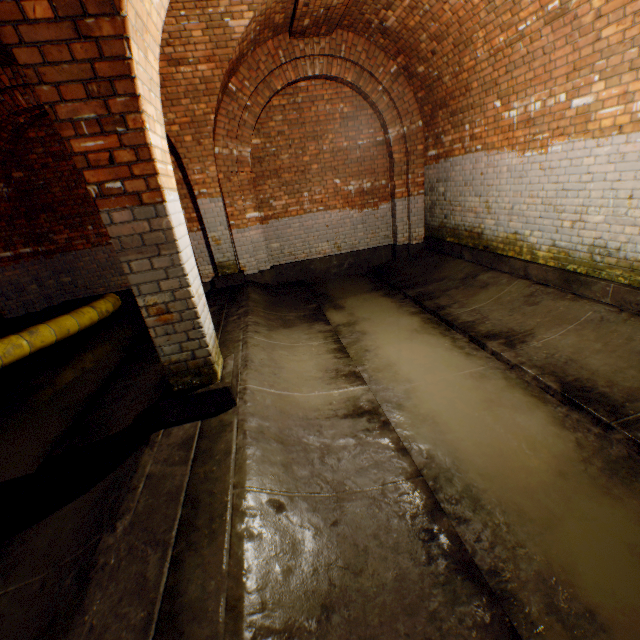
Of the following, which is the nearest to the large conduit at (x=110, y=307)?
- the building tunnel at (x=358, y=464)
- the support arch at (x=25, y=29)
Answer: the building tunnel at (x=358, y=464)

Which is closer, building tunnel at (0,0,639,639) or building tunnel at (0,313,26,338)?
building tunnel at (0,0,639,639)

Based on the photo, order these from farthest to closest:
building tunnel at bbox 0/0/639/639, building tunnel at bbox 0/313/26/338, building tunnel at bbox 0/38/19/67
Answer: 1. building tunnel at bbox 0/313/26/338
2. building tunnel at bbox 0/38/19/67
3. building tunnel at bbox 0/0/639/639

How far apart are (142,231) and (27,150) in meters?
6.6

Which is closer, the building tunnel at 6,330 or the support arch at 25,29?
the support arch at 25,29

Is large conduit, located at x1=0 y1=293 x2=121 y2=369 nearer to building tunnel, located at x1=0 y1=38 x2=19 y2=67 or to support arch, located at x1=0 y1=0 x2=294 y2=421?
building tunnel, located at x1=0 y1=38 x2=19 y2=67

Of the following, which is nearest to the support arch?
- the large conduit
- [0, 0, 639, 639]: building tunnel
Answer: [0, 0, 639, 639]: building tunnel

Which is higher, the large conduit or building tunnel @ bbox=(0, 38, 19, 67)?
building tunnel @ bbox=(0, 38, 19, 67)
